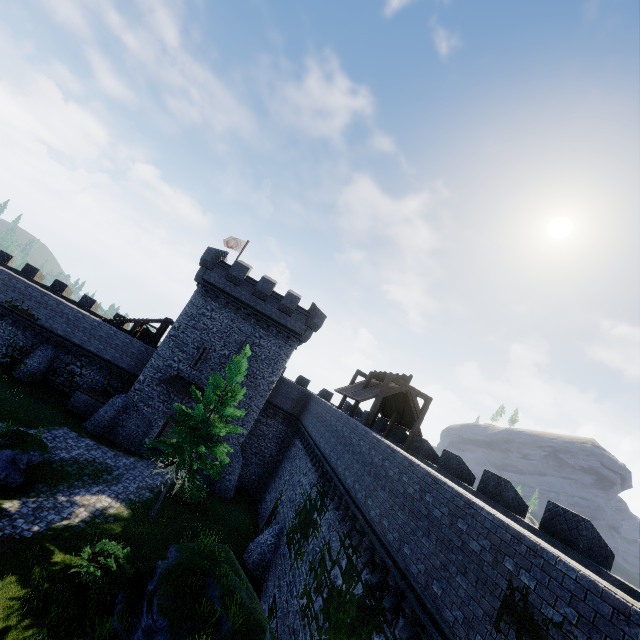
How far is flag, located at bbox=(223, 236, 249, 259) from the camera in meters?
33.9 m

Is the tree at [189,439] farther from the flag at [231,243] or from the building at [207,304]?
the flag at [231,243]

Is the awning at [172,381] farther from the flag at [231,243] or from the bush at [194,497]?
the flag at [231,243]

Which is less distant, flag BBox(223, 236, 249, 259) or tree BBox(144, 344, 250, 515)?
tree BBox(144, 344, 250, 515)

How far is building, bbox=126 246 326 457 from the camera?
25.89m

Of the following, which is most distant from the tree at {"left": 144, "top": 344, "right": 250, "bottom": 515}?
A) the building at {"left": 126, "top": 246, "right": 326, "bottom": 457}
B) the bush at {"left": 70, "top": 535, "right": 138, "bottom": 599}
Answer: the building at {"left": 126, "top": 246, "right": 326, "bottom": 457}

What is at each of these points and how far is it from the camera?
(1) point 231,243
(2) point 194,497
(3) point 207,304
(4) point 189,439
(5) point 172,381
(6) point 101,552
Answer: (1) flag, 34.6 meters
(2) bush, 21.7 meters
(3) building, 27.3 meters
(4) tree, 18.2 meters
(5) awning, 25.7 meters
(6) bush, 12.8 meters

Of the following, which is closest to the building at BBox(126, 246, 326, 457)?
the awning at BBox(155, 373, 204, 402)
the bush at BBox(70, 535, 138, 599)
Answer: the awning at BBox(155, 373, 204, 402)
